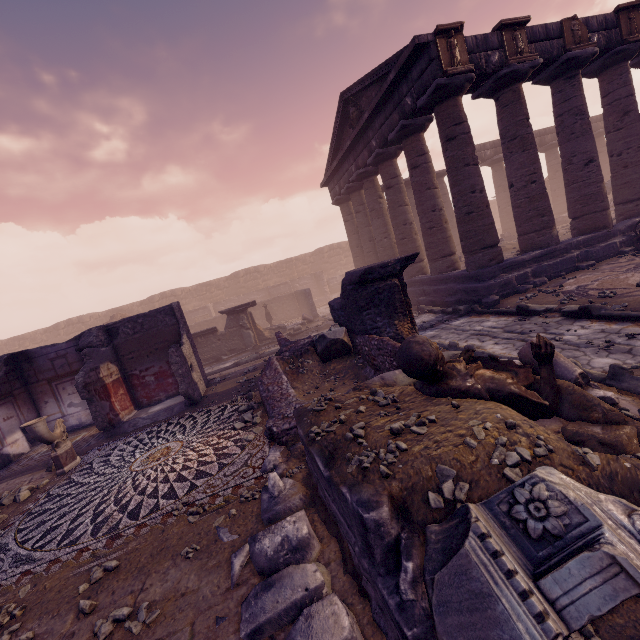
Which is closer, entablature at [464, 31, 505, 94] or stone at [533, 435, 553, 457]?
stone at [533, 435, 553, 457]

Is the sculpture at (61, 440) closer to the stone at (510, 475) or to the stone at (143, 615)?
the stone at (143, 615)

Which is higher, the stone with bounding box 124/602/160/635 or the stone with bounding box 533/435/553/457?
the stone with bounding box 533/435/553/457

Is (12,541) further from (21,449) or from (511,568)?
(511,568)

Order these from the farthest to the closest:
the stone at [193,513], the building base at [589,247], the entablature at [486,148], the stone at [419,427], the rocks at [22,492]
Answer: the entablature at [486,148]
the building base at [589,247]
the rocks at [22,492]
the stone at [193,513]
the stone at [419,427]

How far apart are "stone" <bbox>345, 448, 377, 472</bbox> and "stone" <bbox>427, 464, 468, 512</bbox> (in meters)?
0.24

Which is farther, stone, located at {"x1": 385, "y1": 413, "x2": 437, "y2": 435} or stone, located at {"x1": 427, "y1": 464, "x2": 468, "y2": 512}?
stone, located at {"x1": 385, "y1": 413, "x2": 437, "y2": 435}

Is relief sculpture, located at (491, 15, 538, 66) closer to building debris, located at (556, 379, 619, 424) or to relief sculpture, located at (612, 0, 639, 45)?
relief sculpture, located at (612, 0, 639, 45)
